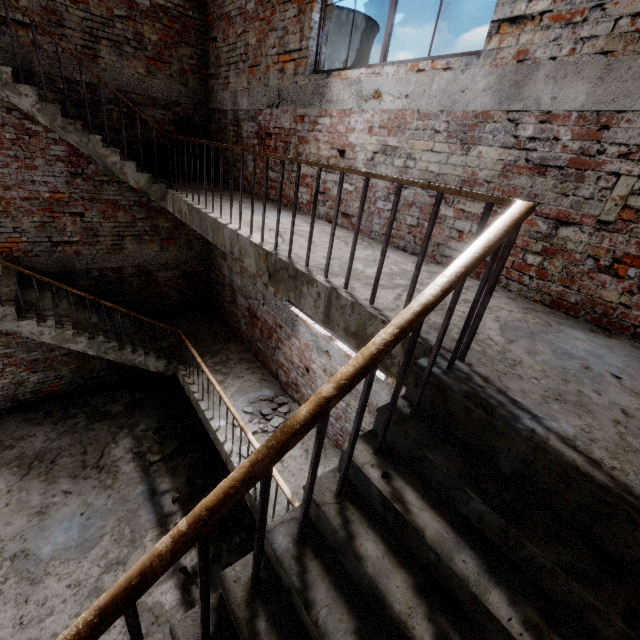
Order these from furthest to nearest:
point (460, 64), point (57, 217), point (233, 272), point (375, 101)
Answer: point (233, 272) → point (57, 217) → point (375, 101) → point (460, 64)

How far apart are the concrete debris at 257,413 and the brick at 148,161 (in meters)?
4.62

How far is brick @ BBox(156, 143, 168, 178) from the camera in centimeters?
627cm

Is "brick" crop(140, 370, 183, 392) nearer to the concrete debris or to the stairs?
the stairs

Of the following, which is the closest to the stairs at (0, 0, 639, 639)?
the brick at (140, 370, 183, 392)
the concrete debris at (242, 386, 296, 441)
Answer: the concrete debris at (242, 386, 296, 441)

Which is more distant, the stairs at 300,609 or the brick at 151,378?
the brick at 151,378

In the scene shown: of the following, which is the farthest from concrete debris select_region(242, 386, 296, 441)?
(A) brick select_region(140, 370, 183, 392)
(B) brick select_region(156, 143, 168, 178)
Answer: (B) brick select_region(156, 143, 168, 178)
